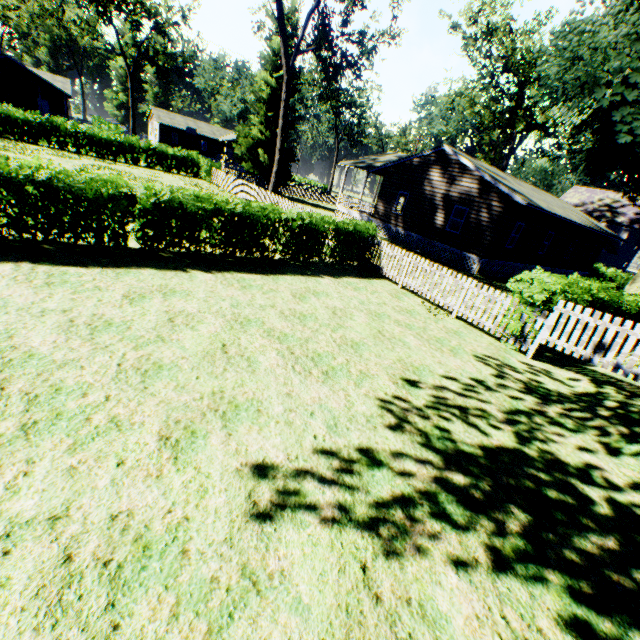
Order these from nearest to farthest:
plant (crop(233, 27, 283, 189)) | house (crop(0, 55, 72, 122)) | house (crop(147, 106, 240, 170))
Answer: plant (crop(233, 27, 283, 189))
house (crop(0, 55, 72, 122))
house (crop(147, 106, 240, 170))

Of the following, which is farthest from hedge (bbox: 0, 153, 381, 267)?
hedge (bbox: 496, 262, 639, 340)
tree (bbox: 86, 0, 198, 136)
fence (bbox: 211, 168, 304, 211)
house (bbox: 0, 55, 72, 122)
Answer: house (bbox: 0, 55, 72, 122)

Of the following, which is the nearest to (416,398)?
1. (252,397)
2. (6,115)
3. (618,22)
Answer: (252,397)

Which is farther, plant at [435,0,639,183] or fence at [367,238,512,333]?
plant at [435,0,639,183]

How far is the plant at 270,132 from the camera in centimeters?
2995cm

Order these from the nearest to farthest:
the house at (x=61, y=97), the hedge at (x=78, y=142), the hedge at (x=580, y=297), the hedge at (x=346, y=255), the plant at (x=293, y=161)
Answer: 1. the hedge at (x=346, y=255)
2. the hedge at (x=580, y=297)
3. the hedge at (x=78, y=142)
4. the plant at (x=293, y=161)
5. the house at (x=61, y=97)

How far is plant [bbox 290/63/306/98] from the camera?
30.2 meters
